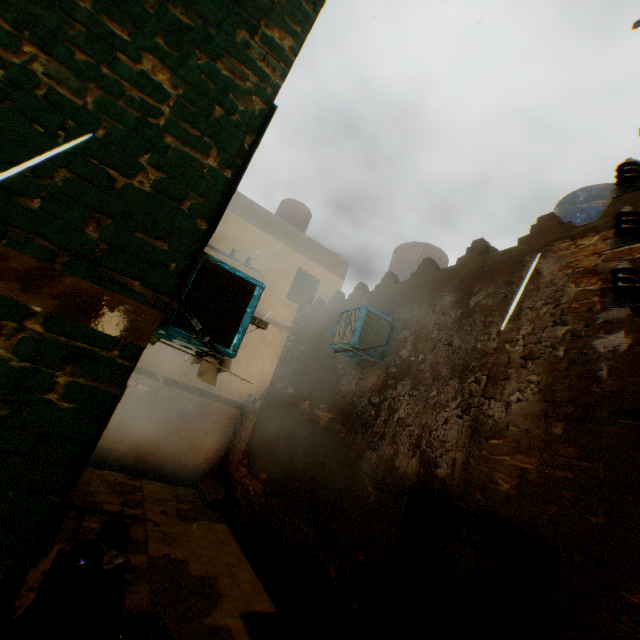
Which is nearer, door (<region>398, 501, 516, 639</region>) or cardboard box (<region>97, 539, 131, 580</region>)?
door (<region>398, 501, 516, 639</region>)

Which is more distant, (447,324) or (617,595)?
(447,324)

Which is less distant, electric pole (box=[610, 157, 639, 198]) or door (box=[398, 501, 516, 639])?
electric pole (box=[610, 157, 639, 198])

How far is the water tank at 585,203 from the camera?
7.2 meters

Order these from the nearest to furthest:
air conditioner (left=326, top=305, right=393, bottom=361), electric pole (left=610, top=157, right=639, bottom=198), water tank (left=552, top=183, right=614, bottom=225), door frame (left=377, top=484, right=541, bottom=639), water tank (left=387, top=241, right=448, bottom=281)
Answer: electric pole (left=610, top=157, right=639, bottom=198) < door frame (left=377, top=484, right=541, bottom=639) < air conditioner (left=326, top=305, right=393, bottom=361) < water tank (left=552, top=183, right=614, bottom=225) < water tank (left=387, top=241, right=448, bottom=281)

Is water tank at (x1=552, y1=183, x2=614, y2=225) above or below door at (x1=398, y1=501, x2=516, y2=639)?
above

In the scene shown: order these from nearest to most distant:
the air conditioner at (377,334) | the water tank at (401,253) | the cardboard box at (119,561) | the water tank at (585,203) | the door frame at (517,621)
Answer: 1. the door frame at (517,621)
2. the cardboard box at (119,561)
3. the air conditioner at (377,334)
4. the water tank at (585,203)
5. the water tank at (401,253)

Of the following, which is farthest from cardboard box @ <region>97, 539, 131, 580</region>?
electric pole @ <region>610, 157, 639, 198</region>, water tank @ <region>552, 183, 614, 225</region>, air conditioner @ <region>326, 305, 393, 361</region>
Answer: water tank @ <region>552, 183, 614, 225</region>
